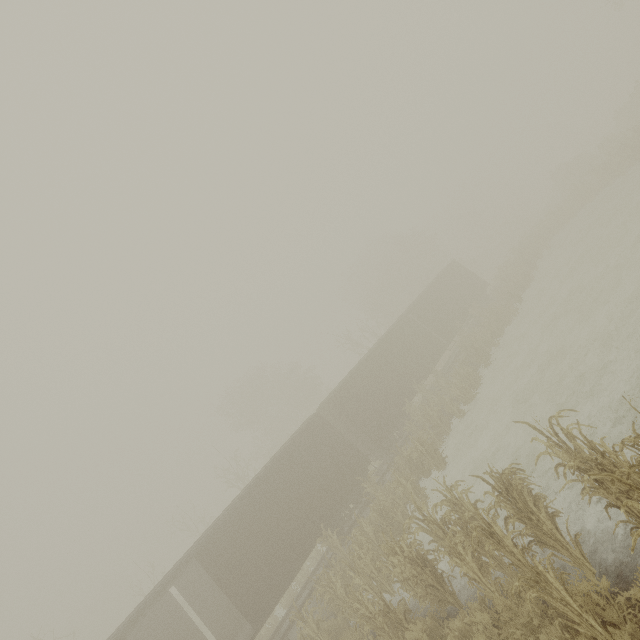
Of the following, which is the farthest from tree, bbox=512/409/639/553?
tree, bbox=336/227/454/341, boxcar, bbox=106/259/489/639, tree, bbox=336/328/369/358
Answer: tree, bbox=336/328/369/358

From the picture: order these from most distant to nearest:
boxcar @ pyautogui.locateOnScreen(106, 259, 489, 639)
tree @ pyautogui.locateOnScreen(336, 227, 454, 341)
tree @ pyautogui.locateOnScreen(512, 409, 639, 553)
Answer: tree @ pyautogui.locateOnScreen(336, 227, 454, 341) < boxcar @ pyautogui.locateOnScreen(106, 259, 489, 639) < tree @ pyautogui.locateOnScreen(512, 409, 639, 553)

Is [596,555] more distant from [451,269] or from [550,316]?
[451,269]

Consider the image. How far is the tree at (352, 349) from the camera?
32.6 meters

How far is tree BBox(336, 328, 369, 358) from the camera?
32.6m

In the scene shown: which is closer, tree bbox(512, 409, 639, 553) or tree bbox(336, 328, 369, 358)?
tree bbox(512, 409, 639, 553)

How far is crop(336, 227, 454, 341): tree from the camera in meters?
40.9 m

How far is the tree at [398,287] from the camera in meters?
40.9
